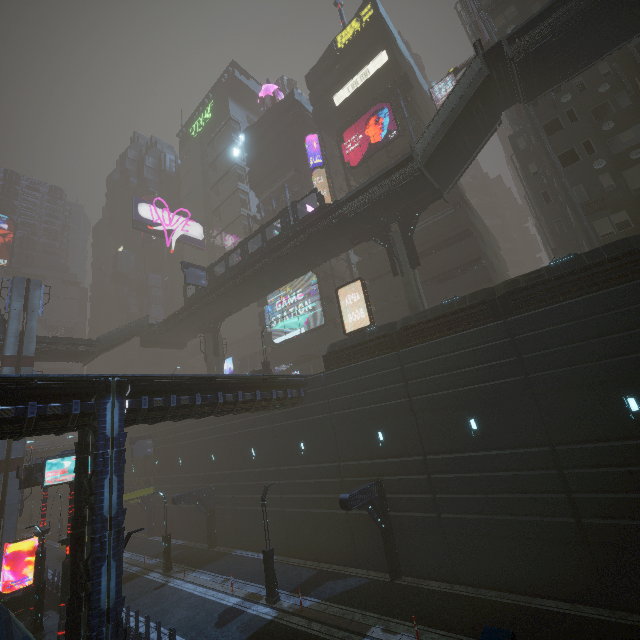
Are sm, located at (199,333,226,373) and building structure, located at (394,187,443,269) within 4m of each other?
no

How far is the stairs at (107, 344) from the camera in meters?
36.8 m

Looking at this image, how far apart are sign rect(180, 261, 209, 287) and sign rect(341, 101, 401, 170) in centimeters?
1929cm

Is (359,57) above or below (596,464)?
above

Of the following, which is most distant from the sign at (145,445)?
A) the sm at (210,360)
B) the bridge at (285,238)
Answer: the bridge at (285,238)

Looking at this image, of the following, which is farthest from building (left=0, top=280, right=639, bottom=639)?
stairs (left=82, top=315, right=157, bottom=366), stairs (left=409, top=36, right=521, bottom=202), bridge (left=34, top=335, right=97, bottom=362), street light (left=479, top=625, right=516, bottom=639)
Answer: stairs (left=82, top=315, right=157, bottom=366)

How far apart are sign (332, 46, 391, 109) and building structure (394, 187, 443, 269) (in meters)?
22.71

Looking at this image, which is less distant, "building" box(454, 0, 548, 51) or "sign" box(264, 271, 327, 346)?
"building" box(454, 0, 548, 51)
